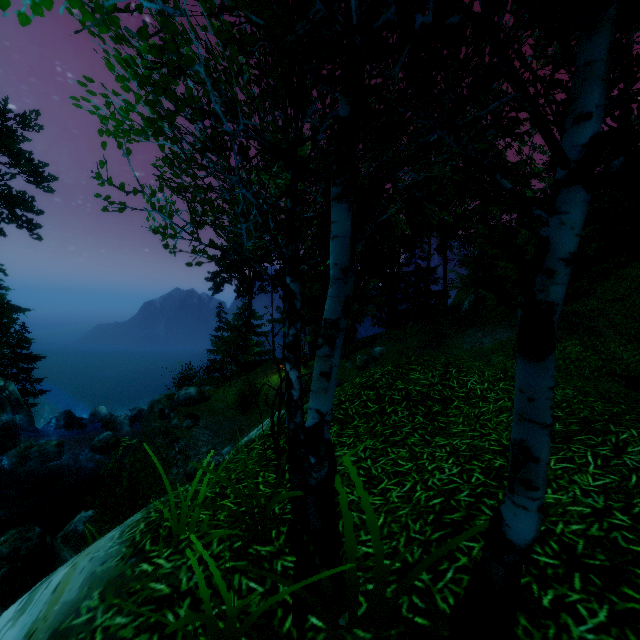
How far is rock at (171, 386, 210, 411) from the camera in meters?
19.3

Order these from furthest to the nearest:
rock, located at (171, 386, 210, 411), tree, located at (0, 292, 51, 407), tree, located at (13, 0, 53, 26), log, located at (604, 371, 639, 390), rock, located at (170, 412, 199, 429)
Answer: tree, located at (0, 292, 51, 407) < rock, located at (171, 386, 210, 411) < rock, located at (170, 412, 199, 429) < log, located at (604, 371, 639, 390) < tree, located at (13, 0, 53, 26)

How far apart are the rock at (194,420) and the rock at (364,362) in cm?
1005

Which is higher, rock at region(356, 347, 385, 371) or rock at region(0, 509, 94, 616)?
rock at region(356, 347, 385, 371)

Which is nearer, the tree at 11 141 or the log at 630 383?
the log at 630 383

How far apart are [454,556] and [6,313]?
31.25m

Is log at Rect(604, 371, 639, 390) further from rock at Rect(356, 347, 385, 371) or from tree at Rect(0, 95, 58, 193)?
rock at Rect(356, 347, 385, 371)

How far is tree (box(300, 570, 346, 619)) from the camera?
2.52m
